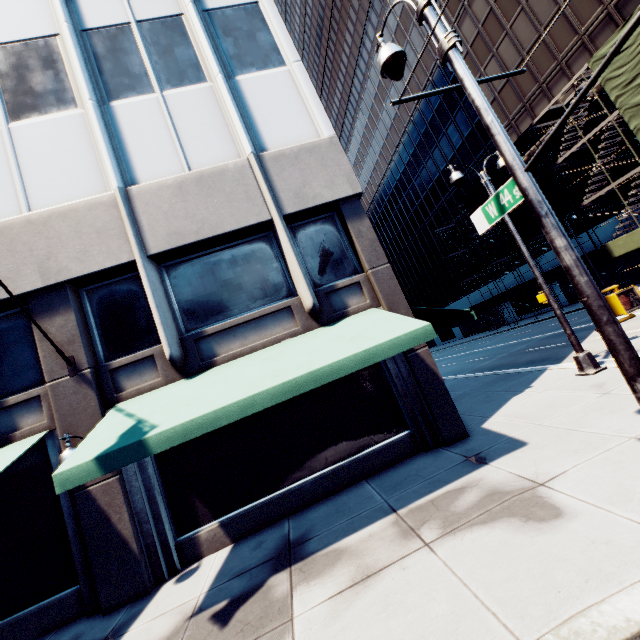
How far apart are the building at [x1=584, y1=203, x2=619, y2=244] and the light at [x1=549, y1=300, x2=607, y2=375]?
25.3m

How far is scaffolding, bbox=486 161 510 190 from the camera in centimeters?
3104cm

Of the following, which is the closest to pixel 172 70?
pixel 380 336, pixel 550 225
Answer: pixel 380 336

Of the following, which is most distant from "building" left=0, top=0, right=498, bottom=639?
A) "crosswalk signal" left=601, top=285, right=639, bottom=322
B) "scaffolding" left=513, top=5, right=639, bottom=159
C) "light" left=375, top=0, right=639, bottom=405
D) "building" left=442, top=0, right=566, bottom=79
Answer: "building" left=442, top=0, right=566, bottom=79

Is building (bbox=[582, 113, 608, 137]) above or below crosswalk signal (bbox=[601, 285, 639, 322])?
above

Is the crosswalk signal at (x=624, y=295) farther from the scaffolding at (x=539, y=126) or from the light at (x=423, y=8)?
the scaffolding at (x=539, y=126)

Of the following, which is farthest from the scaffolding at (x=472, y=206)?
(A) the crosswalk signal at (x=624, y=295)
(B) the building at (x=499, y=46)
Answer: (A) the crosswalk signal at (x=624, y=295)
